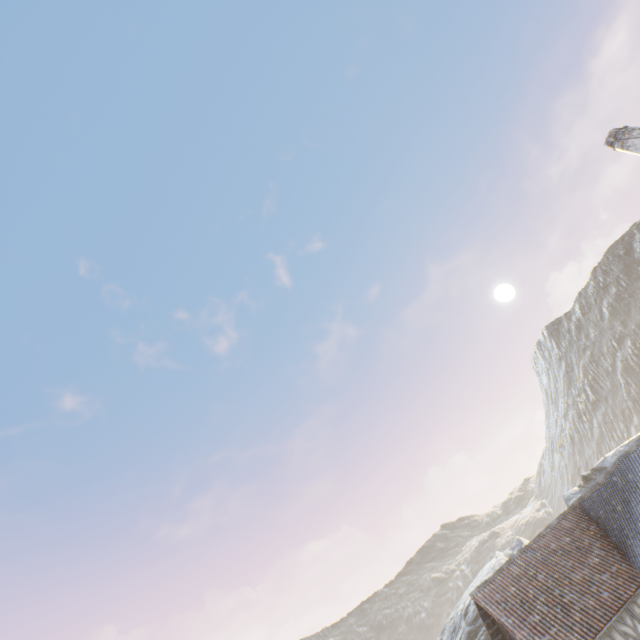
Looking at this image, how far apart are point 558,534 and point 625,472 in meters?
4.9 m

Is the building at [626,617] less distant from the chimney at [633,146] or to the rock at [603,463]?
the rock at [603,463]

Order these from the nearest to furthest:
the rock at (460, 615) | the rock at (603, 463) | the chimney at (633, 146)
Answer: the chimney at (633, 146) < the rock at (460, 615) < the rock at (603, 463)

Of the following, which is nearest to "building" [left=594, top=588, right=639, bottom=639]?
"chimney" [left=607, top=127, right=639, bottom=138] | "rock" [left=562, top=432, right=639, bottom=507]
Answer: "rock" [left=562, top=432, right=639, bottom=507]

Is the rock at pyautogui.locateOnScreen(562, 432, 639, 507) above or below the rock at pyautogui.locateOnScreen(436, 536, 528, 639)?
above

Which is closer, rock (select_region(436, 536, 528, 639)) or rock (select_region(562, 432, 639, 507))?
rock (select_region(436, 536, 528, 639))

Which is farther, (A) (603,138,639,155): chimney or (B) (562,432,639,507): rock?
(B) (562,432,639,507): rock
